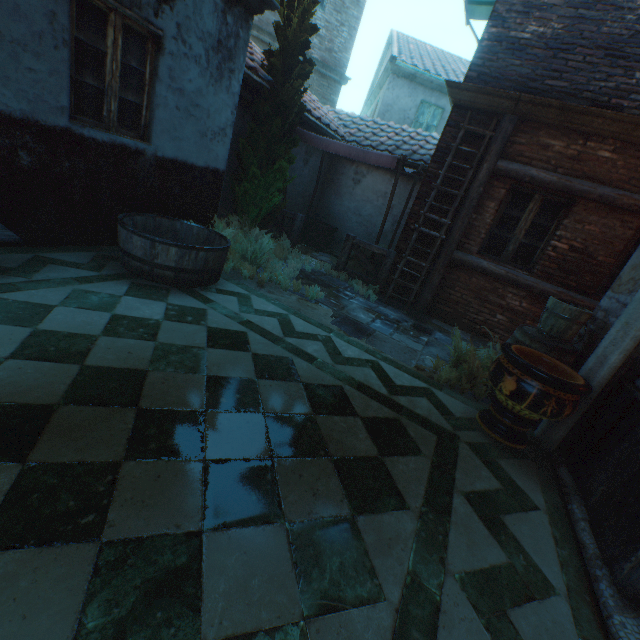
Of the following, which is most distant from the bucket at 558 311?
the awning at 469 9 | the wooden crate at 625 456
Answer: the awning at 469 9

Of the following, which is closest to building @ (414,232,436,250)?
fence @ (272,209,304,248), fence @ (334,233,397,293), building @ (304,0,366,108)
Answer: fence @ (334,233,397,293)

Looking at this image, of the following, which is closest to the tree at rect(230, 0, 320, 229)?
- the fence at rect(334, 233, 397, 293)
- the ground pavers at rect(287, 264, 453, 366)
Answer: the ground pavers at rect(287, 264, 453, 366)

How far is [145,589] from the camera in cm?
132

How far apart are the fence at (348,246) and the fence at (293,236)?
1.2m

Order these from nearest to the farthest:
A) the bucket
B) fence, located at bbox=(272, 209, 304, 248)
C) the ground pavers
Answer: the bucket
the ground pavers
fence, located at bbox=(272, 209, 304, 248)

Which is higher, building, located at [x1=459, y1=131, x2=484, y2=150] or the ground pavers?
building, located at [x1=459, y1=131, x2=484, y2=150]

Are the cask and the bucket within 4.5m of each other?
yes
